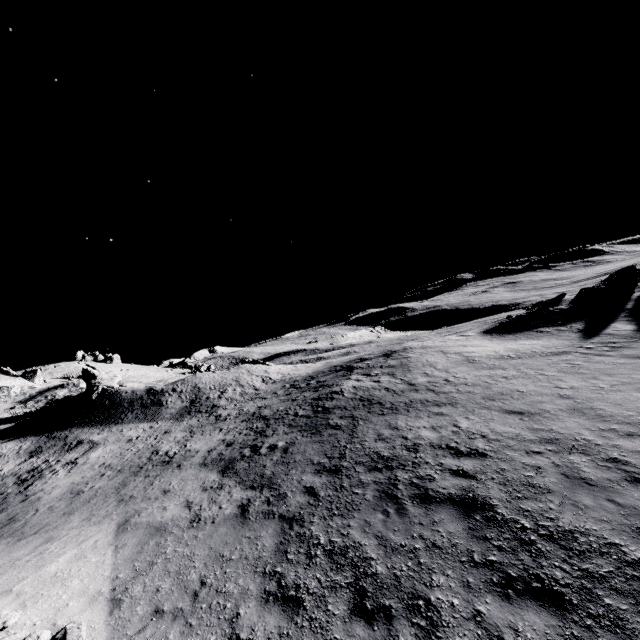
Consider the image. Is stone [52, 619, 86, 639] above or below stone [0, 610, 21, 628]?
below

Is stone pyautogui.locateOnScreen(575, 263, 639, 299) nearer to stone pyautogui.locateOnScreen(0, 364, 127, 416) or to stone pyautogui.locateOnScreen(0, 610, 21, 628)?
stone pyautogui.locateOnScreen(0, 610, 21, 628)

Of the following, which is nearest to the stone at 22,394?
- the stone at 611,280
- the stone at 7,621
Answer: the stone at 7,621

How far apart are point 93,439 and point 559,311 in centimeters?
3849cm

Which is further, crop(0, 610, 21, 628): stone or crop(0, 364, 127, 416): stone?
crop(0, 364, 127, 416): stone

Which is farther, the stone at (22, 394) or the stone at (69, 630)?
the stone at (22, 394)

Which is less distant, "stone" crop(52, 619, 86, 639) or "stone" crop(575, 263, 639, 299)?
"stone" crop(52, 619, 86, 639)
